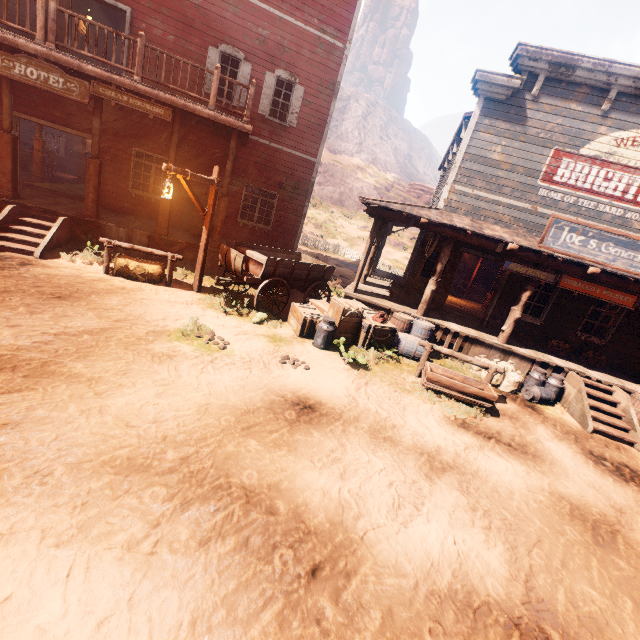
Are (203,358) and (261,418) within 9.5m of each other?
yes

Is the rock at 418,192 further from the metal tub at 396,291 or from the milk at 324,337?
the milk at 324,337

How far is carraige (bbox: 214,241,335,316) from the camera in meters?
8.3

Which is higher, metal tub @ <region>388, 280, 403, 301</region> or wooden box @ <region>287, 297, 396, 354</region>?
metal tub @ <region>388, 280, 403, 301</region>

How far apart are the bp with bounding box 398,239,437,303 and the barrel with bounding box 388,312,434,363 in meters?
1.1

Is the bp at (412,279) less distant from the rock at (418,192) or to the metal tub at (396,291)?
the metal tub at (396,291)

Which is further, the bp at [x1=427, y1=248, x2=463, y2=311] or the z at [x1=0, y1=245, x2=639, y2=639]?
the bp at [x1=427, y1=248, x2=463, y2=311]

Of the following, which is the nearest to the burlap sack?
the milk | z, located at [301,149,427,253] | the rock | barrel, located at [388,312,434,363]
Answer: z, located at [301,149,427,253]
